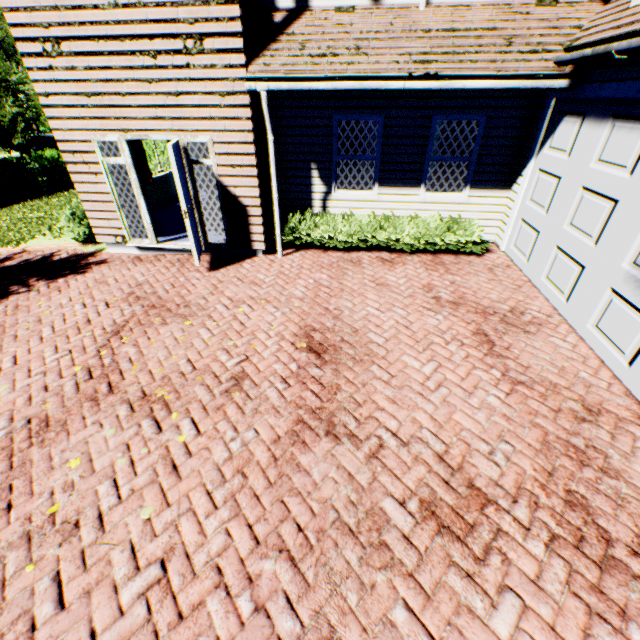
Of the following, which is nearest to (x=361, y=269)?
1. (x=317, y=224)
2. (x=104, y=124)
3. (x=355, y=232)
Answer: (x=355, y=232)

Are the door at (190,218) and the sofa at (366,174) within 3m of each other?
no

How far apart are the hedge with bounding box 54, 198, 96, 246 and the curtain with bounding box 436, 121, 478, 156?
8.3m

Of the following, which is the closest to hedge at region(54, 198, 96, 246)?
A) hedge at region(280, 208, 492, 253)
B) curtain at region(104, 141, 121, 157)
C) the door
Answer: curtain at region(104, 141, 121, 157)

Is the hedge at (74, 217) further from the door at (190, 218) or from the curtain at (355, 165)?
the curtain at (355, 165)

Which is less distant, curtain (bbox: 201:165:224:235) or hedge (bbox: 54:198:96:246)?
curtain (bbox: 201:165:224:235)

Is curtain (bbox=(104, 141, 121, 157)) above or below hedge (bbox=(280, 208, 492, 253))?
above

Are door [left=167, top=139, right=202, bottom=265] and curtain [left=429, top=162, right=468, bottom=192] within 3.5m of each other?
no
